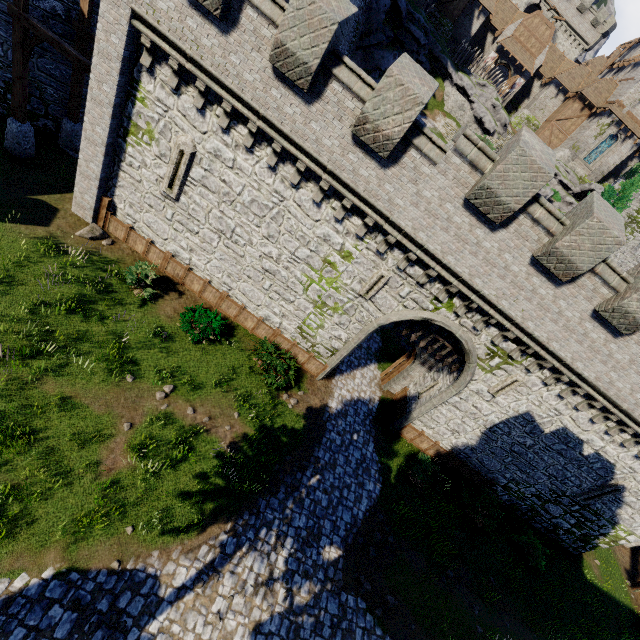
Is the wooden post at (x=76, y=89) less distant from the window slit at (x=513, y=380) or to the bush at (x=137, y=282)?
the bush at (x=137, y=282)

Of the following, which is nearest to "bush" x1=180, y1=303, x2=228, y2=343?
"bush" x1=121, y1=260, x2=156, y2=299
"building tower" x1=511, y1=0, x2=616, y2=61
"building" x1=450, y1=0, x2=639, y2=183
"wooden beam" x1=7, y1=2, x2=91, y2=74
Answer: "bush" x1=121, y1=260, x2=156, y2=299

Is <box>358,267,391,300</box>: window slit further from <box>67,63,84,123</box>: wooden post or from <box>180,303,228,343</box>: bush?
<box>67,63,84,123</box>: wooden post

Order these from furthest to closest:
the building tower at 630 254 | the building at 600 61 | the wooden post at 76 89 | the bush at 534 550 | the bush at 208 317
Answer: the building at 600 61 < the building tower at 630 254 < the bush at 534 550 < the wooden post at 76 89 < the bush at 208 317

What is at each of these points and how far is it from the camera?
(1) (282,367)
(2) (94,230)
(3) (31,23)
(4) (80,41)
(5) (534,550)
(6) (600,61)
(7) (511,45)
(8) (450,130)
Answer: (1) bush, 14.11m
(2) rock, 13.79m
(3) wooden beam, 11.34m
(4) wooden post, 13.72m
(5) bush, 16.62m
(6) building, 55.53m
(7) awning, 40.81m
(8) stairs, 37.66m

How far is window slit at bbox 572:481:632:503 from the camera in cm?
1541

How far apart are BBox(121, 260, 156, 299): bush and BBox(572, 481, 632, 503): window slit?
22.3 meters

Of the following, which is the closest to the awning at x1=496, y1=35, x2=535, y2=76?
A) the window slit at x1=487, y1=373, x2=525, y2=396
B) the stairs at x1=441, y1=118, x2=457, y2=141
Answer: the stairs at x1=441, y1=118, x2=457, y2=141
